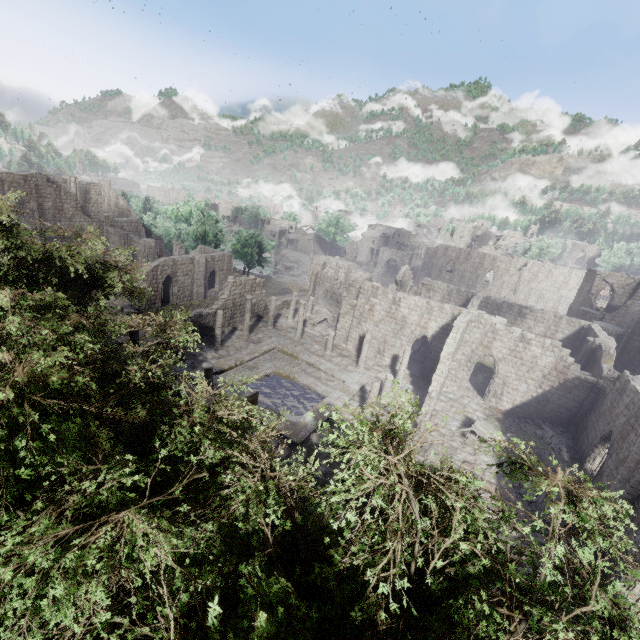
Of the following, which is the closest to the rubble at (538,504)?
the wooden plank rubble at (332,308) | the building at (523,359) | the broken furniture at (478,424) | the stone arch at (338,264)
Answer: the building at (523,359)

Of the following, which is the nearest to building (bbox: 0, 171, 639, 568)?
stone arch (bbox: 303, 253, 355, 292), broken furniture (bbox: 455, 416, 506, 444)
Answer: broken furniture (bbox: 455, 416, 506, 444)

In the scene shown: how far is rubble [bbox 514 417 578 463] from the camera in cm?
2091

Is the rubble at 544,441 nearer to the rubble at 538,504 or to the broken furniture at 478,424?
the broken furniture at 478,424

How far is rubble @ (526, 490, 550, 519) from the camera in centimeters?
1631cm

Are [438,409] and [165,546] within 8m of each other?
no

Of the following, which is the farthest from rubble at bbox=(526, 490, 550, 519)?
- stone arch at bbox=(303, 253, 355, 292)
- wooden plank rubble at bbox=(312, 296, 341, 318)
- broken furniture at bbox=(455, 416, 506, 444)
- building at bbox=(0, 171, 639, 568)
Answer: stone arch at bbox=(303, 253, 355, 292)

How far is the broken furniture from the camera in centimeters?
2092cm
